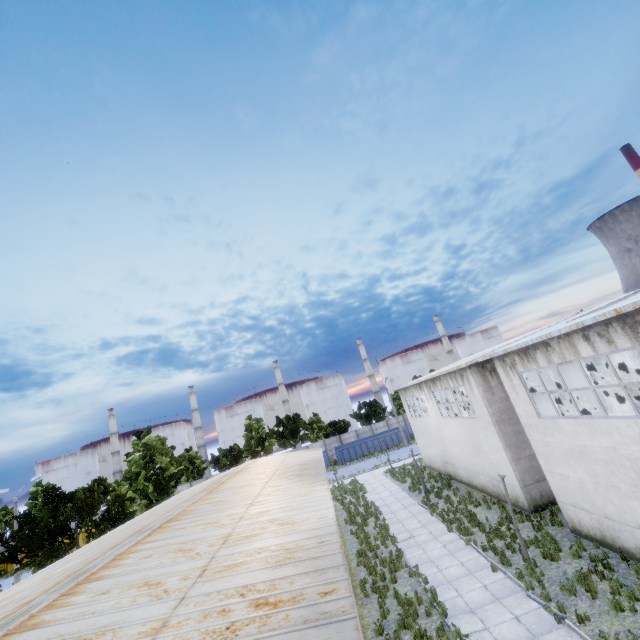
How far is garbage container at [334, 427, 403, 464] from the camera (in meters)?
48.53

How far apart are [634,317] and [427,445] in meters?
23.7 m

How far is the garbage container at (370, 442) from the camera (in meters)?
48.53
